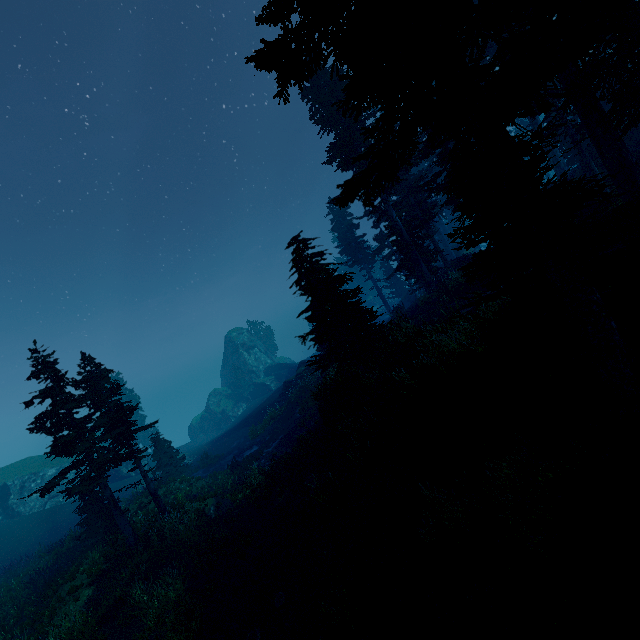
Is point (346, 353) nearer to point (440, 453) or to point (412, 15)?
point (440, 453)

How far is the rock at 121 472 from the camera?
36.78m

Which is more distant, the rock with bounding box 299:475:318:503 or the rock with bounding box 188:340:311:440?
the rock with bounding box 188:340:311:440

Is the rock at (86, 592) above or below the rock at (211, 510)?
above

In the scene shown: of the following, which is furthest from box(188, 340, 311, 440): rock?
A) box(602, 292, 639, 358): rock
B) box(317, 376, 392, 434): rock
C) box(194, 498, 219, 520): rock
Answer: box(602, 292, 639, 358): rock

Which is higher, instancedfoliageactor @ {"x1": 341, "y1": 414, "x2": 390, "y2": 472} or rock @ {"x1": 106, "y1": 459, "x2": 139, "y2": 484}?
rock @ {"x1": 106, "y1": 459, "x2": 139, "y2": 484}

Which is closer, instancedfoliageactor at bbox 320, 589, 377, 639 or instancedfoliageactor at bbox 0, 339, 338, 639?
instancedfoliageactor at bbox 320, 589, 377, 639

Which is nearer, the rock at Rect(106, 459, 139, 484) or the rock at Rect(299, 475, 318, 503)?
the rock at Rect(299, 475, 318, 503)
